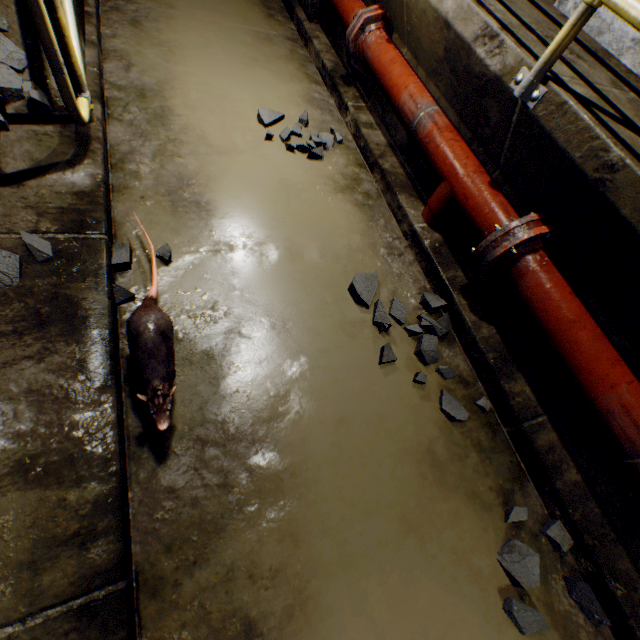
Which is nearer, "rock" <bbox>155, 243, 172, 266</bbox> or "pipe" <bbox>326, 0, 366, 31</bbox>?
"rock" <bbox>155, 243, 172, 266</bbox>

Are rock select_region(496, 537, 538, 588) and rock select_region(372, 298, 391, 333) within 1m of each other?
yes

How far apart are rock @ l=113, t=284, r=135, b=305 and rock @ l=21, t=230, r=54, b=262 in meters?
0.2 m

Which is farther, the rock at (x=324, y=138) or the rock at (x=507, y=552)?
the rock at (x=324, y=138)

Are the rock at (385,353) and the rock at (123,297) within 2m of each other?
yes

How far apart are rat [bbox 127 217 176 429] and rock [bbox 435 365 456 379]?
1.0 meters

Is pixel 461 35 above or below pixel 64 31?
above

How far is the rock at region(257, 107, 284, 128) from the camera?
2.2m
